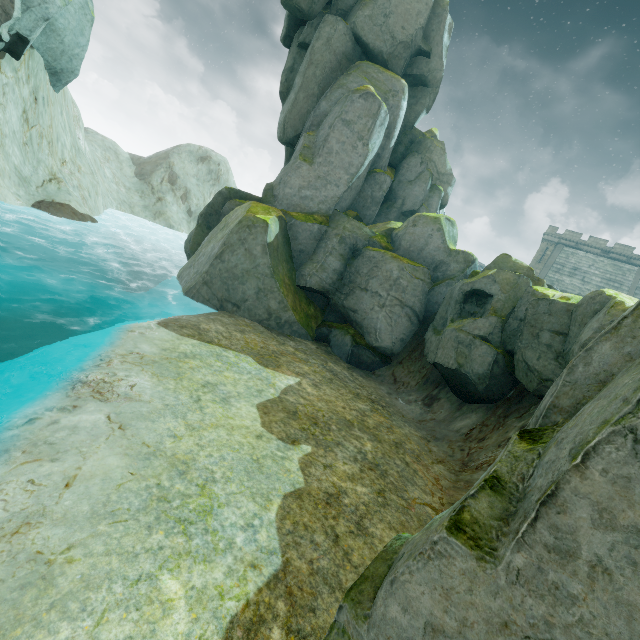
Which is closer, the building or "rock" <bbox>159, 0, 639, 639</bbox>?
"rock" <bbox>159, 0, 639, 639</bbox>

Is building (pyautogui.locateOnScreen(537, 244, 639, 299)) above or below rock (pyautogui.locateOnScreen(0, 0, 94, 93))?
above

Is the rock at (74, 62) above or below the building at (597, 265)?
below

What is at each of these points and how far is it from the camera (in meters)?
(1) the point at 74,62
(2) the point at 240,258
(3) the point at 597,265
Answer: (1) rock, 21.95
(2) rock, 15.62
(3) building, 43.22

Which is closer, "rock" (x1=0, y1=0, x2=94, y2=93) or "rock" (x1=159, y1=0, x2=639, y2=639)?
"rock" (x1=159, y1=0, x2=639, y2=639)

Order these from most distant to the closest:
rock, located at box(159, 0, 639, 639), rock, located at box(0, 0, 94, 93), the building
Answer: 1. the building
2. rock, located at box(0, 0, 94, 93)
3. rock, located at box(159, 0, 639, 639)

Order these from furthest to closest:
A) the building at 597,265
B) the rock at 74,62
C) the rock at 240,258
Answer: the building at 597,265
the rock at 74,62
the rock at 240,258
